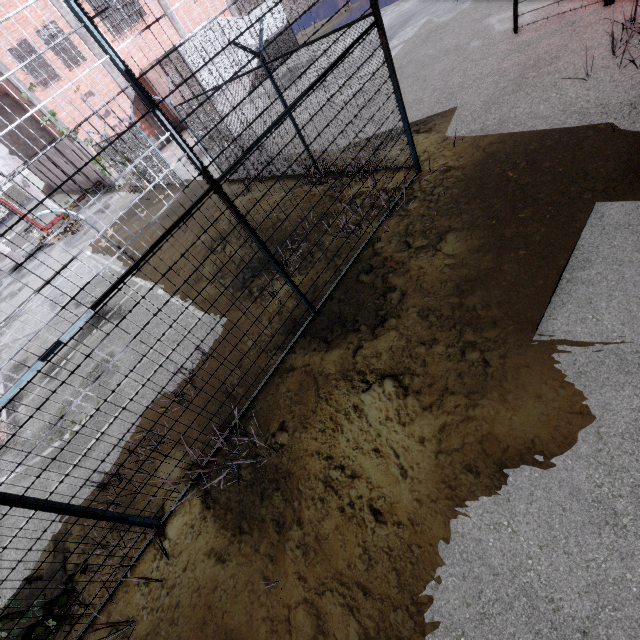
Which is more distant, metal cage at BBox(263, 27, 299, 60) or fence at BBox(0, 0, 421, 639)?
metal cage at BBox(263, 27, 299, 60)

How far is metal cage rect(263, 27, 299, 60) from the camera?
21.5m

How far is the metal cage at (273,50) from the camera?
21.5m

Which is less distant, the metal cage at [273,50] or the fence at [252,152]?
the fence at [252,152]

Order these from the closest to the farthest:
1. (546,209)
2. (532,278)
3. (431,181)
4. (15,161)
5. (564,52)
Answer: (532,278) < (546,209) < (431,181) < (564,52) < (15,161)
